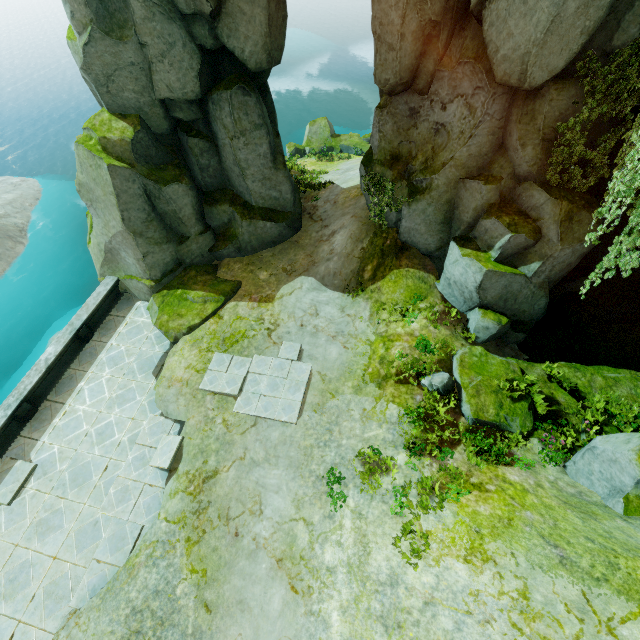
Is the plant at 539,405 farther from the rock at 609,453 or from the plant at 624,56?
the plant at 624,56

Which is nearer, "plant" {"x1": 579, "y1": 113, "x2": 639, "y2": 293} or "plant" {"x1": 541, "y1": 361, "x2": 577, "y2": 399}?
"plant" {"x1": 579, "y1": 113, "x2": 639, "y2": 293}

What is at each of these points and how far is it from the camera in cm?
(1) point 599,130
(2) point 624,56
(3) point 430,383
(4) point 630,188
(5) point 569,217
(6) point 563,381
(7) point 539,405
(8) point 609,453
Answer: (1) rock, 916
(2) plant, 788
(3) plant, 1052
(4) plant, 716
(5) rock, 936
(6) plant, 1005
(7) plant, 969
(8) rock, 729

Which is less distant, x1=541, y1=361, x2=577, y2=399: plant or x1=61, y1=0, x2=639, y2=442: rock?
x1=61, y1=0, x2=639, y2=442: rock

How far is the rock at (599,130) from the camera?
9.0m

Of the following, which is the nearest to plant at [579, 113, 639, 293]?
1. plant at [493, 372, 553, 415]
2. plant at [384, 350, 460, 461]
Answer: plant at [493, 372, 553, 415]

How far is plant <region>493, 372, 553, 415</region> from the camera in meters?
9.6

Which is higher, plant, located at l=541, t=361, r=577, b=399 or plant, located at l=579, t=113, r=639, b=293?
plant, located at l=579, t=113, r=639, b=293
